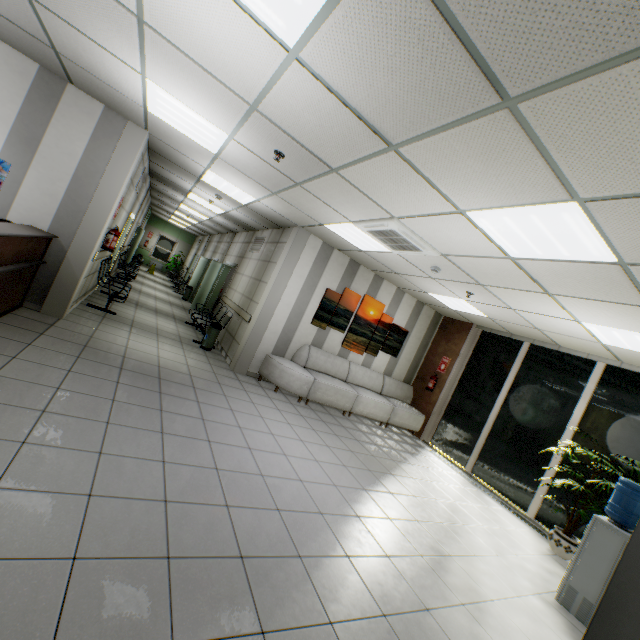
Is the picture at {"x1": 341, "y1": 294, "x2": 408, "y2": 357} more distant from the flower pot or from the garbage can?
the flower pot

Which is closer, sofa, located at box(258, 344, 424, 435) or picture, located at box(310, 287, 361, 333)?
sofa, located at box(258, 344, 424, 435)

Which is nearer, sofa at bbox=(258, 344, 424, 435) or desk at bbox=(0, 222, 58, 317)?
desk at bbox=(0, 222, 58, 317)

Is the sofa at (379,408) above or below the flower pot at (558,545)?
above

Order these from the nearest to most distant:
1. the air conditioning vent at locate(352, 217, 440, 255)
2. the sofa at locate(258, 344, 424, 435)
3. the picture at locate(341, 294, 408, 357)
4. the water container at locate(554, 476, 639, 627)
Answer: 1. the water container at locate(554, 476, 639, 627)
2. the air conditioning vent at locate(352, 217, 440, 255)
3. the sofa at locate(258, 344, 424, 435)
4. the picture at locate(341, 294, 408, 357)

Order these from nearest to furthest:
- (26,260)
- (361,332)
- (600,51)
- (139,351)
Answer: (600,51), (26,260), (139,351), (361,332)

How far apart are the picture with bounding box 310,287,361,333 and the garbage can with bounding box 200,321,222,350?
2.1m

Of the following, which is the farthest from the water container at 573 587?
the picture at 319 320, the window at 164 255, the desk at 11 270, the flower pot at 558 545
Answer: the window at 164 255
